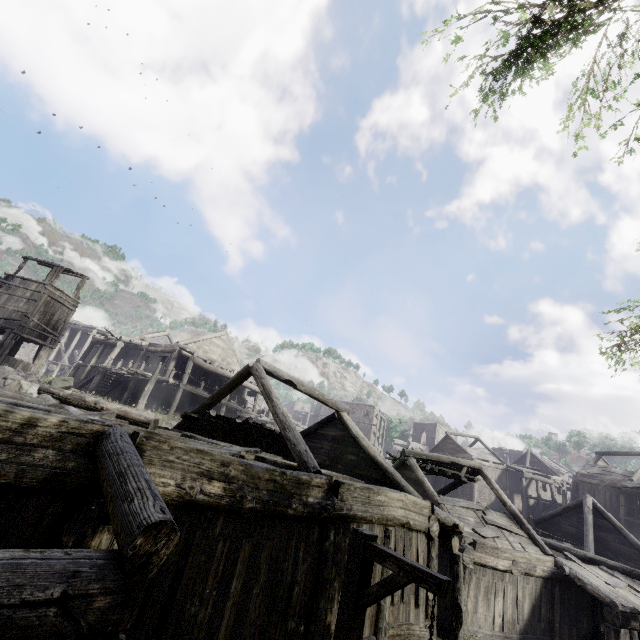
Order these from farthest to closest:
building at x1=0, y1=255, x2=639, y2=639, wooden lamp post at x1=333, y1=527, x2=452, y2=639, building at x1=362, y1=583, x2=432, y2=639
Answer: building at x1=362, y1=583, x2=432, y2=639, wooden lamp post at x1=333, y1=527, x2=452, y2=639, building at x1=0, y1=255, x2=639, y2=639

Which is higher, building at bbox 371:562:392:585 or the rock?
the rock

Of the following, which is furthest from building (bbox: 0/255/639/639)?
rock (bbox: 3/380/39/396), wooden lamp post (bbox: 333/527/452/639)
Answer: wooden lamp post (bbox: 333/527/452/639)

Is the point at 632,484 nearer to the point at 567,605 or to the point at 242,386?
the point at 567,605

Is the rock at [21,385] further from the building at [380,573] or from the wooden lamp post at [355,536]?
the wooden lamp post at [355,536]

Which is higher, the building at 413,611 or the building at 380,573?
the building at 380,573

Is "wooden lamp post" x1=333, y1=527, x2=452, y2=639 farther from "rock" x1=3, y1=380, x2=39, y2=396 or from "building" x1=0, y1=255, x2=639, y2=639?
"rock" x1=3, y1=380, x2=39, y2=396

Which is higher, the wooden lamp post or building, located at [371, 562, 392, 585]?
the wooden lamp post
